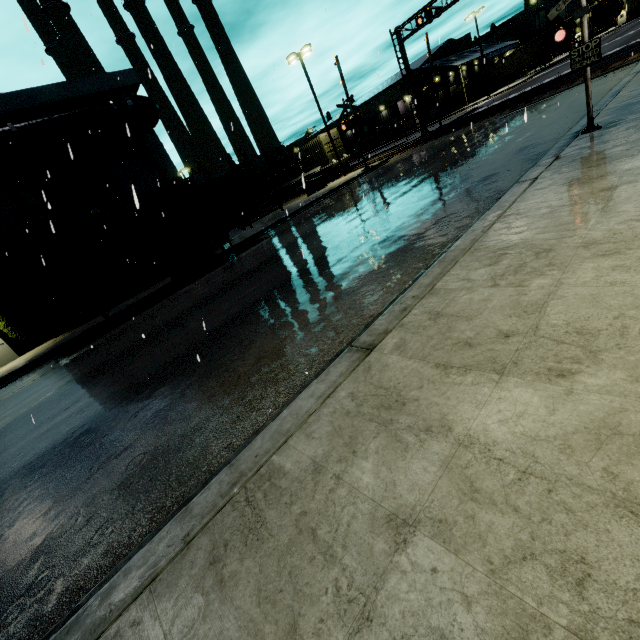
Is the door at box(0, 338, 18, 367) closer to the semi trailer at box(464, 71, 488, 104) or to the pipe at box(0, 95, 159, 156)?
the pipe at box(0, 95, 159, 156)

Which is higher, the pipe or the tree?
the pipe

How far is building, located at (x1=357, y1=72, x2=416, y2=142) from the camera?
54.2 meters

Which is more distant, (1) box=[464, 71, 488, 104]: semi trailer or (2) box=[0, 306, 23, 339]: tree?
(1) box=[464, 71, 488, 104]: semi trailer

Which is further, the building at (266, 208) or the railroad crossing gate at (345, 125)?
the building at (266, 208)

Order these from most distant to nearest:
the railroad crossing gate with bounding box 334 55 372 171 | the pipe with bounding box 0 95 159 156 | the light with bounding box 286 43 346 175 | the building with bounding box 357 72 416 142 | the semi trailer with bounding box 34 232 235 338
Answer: the building with bounding box 357 72 416 142 → the light with bounding box 286 43 346 175 → the railroad crossing gate with bounding box 334 55 372 171 → the pipe with bounding box 0 95 159 156 → the semi trailer with bounding box 34 232 235 338

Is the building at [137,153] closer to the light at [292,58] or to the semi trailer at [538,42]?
the semi trailer at [538,42]

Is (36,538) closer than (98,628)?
No
